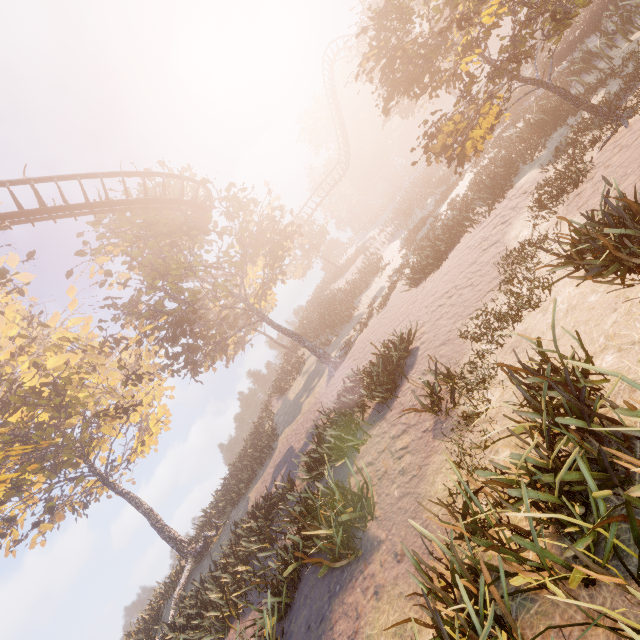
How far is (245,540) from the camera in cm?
1456

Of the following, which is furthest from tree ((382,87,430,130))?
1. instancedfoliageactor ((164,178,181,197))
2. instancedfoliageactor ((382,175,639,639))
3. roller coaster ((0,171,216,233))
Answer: instancedfoliageactor ((382,175,639,639))

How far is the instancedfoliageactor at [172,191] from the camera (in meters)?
20.01

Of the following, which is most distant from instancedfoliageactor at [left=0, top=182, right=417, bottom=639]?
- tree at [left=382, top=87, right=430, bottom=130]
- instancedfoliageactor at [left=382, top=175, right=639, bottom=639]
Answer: tree at [left=382, top=87, right=430, bottom=130]

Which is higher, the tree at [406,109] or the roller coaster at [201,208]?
the roller coaster at [201,208]

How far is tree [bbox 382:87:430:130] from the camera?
28.0 meters

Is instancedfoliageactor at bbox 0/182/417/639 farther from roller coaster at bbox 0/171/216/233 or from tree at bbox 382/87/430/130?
tree at bbox 382/87/430/130

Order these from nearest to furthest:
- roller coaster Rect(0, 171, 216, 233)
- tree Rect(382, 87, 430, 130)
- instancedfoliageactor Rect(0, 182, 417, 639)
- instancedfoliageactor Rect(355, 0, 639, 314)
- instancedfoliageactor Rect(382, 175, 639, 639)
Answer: instancedfoliageactor Rect(382, 175, 639, 639) < instancedfoliageactor Rect(355, 0, 639, 314) < instancedfoliageactor Rect(0, 182, 417, 639) < roller coaster Rect(0, 171, 216, 233) < tree Rect(382, 87, 430, 130)
